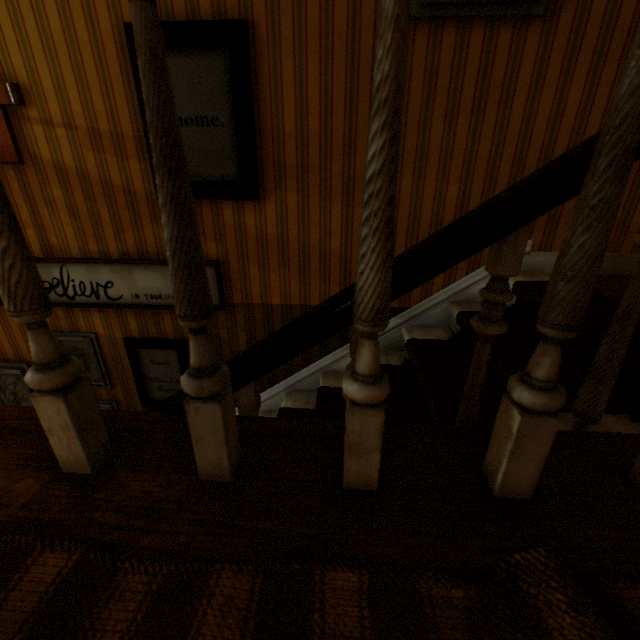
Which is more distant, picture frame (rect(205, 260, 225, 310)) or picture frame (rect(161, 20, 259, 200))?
picture frame (rect(205, 260, 225, 310))

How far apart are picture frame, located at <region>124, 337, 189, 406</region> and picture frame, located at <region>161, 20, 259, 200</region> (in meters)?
1.16

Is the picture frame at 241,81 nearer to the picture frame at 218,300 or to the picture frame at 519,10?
the picture frame at 218,300

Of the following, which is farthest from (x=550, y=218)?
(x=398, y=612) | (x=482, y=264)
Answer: (x=398, y=612)

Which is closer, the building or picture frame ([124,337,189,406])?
the building

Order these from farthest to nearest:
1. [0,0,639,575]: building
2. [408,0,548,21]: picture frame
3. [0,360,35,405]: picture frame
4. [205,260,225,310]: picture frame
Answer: [0,360,35,405]: picture frame, [205,260,225,310]: picture frame, [408,0,548,21]: picture frame, [0,0,639,575]: building

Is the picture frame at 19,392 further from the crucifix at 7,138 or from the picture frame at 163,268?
the crucifix at 7,138

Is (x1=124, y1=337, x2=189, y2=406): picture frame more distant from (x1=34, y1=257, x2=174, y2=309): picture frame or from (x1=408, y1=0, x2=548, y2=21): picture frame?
(x1=408, y1=0, x2=548, y2=21): picture frame
